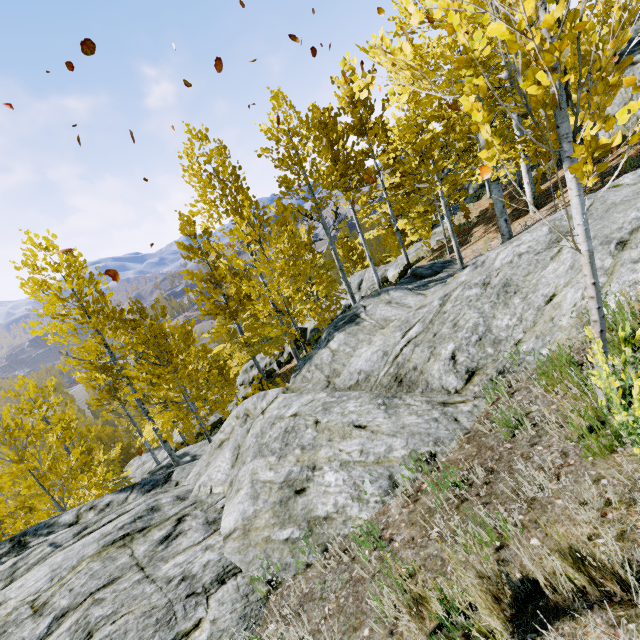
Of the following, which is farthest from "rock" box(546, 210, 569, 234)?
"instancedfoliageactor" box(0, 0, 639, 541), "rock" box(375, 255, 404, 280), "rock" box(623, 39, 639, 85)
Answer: "rock" box(623, 39, 639, 85)

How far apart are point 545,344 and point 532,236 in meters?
2.9 m

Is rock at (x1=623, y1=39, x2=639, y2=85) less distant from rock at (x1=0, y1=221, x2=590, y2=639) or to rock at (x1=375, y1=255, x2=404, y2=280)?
rock at (x1=375, y1=255, x2=404, y2=280)

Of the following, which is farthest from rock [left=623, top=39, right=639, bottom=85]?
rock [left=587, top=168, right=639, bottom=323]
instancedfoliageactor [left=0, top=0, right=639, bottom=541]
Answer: rock [left=587, top=168, right=639, bottom=323]

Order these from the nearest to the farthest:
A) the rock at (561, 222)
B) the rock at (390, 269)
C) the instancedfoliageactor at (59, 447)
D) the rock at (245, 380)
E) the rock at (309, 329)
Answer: the instancedfoliageactor at (59, 447) → the rock at (561, 222) → the rock at (390, 269) → the rock at (309, 329) → the rock at (245, 380)

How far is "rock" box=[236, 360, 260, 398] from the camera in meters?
26.3 m

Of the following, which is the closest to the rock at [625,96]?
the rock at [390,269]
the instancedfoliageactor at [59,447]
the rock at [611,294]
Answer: the instancedfoliageactor at [59,447]
